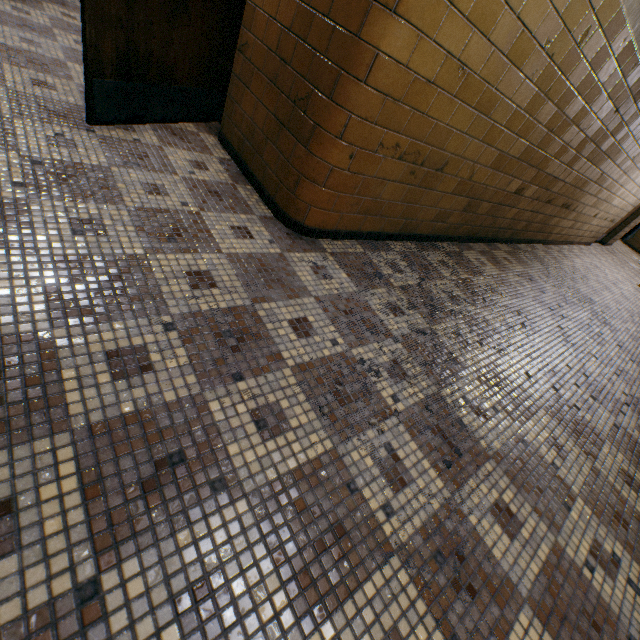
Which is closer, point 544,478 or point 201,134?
point 544,478
